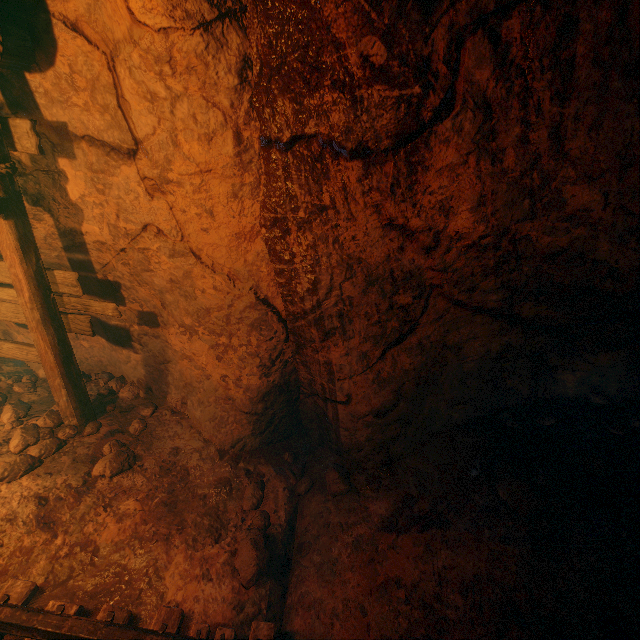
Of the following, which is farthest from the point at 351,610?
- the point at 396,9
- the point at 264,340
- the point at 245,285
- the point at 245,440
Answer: the point at 396,9

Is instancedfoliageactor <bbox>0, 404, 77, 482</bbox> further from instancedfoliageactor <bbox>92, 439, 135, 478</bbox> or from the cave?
the cave

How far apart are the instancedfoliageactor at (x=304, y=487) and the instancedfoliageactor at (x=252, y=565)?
0.4 meters

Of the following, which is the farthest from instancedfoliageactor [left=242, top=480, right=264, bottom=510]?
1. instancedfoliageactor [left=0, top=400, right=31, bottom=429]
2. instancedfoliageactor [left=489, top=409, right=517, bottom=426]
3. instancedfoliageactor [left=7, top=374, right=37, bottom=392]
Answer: instancedfoliageactor [left=7, top=374, right=37, bottom=392]

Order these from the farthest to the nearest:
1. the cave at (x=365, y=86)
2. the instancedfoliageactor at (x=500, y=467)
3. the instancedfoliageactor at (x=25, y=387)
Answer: the instancedfoliageactor at (x=25, y=387), the instancedfoliageactor at (x=500, y=467), the cave at (x=365, y=86)

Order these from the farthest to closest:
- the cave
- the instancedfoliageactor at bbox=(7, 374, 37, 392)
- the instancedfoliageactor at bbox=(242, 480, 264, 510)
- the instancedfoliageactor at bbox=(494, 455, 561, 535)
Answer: the instancedfoliageactor at bbox=(7, 374, 37, 392) → the instancedfoliageactor at bbox=(242, 480, 264, 510) → the instancedfoliageactor at bbox=(494, 455, 561, 535) → the cave

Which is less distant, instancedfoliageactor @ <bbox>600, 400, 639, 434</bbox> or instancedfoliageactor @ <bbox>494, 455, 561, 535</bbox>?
instancedfoliageactor @ <bbox>494, 455, 561, 535</bbox>

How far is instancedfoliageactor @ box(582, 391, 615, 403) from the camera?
3.8 meters
